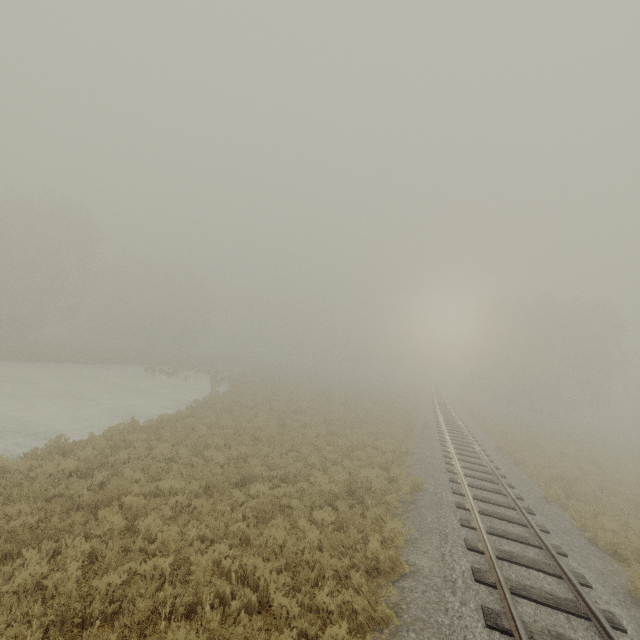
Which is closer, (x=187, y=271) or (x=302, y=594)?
(x=302, y=594)

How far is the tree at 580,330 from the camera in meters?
40.4 m

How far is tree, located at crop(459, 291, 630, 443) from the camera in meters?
40.4
